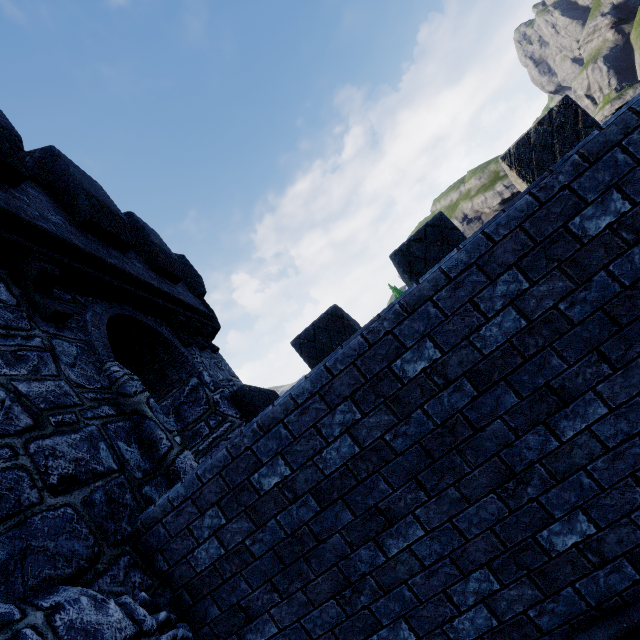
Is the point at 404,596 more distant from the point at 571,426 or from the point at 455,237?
the point at 455,237
